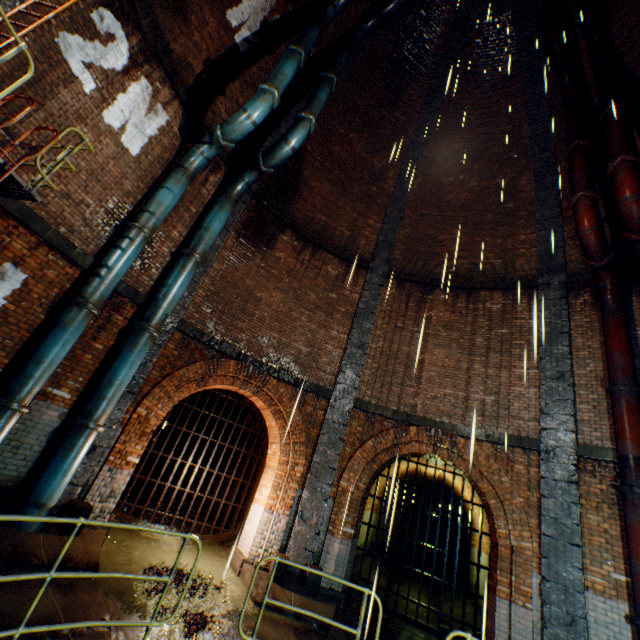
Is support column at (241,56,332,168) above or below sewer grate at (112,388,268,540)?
above

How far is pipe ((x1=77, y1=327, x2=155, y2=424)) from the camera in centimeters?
623cm

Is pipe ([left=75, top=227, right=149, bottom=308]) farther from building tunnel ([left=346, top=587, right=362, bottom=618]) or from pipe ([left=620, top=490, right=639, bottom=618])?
pipe ([left=620, top=490, right=639, bottom=618])

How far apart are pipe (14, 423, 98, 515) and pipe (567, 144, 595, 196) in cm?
1198

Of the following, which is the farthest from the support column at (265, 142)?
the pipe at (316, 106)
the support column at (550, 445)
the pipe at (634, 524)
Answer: A: the pipe at (634, 524)

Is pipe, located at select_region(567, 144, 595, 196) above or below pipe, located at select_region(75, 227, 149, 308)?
above

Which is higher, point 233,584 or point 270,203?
point 270,203

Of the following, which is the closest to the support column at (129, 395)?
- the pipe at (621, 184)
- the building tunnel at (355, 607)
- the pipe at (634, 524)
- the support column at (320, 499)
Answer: the support column at (320, 499)
